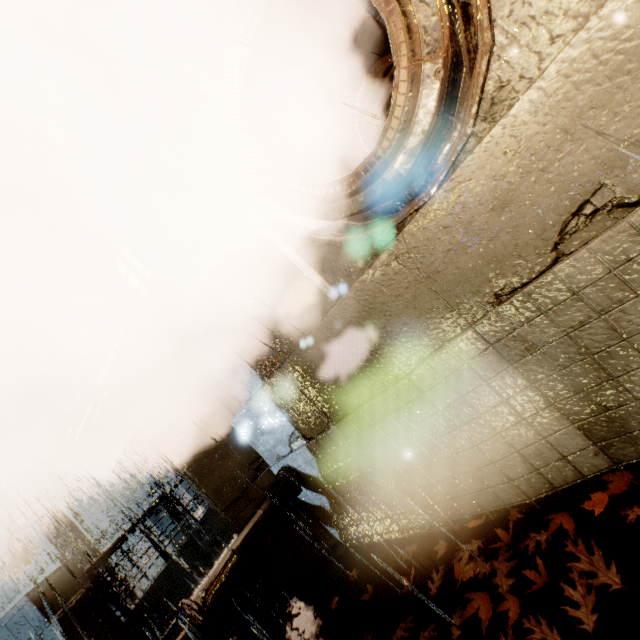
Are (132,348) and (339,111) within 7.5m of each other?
yes

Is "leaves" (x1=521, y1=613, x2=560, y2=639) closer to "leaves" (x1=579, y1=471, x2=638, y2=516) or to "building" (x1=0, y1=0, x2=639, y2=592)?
"leaves" (x1=579, y1=471, x2=638, y2=516)

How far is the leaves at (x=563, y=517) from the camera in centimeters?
297cm

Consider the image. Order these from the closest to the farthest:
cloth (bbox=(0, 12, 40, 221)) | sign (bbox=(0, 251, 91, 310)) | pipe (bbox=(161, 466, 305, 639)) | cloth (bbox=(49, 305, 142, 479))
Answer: pipe (bbox=(161, 466, 305, 639))
cloth (bbox=(0, 12, 40, 221))
sign (bbox=(0, 251, 91, 310))
cloth (bbox=(49, 305, 142, 479))

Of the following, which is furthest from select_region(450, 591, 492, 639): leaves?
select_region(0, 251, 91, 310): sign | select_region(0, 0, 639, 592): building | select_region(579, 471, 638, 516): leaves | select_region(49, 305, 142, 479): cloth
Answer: select_region(0, 251, 91, 310): sign

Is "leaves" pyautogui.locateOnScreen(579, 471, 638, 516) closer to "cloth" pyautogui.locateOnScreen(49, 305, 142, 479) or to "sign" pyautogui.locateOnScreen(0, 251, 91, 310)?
"cloth" pyautogui.locateOnScreen(49, 305, 142, 479)

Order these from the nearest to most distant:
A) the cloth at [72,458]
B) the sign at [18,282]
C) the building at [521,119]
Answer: the building at [521,119], the sign at [18,282], the cloth at [72,458]

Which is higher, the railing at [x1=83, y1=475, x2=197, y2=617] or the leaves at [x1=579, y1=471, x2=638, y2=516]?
the railing at [x1=83, y1=475, x2=197, y2=617]
